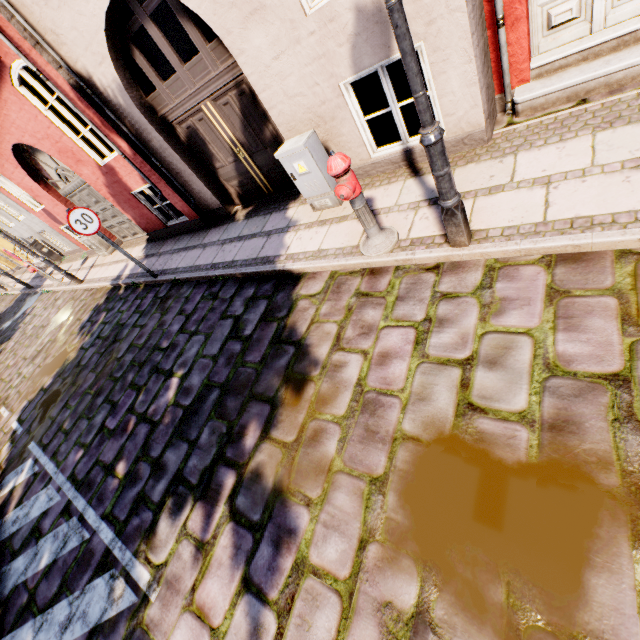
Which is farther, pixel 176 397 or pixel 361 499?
pixel 176 397

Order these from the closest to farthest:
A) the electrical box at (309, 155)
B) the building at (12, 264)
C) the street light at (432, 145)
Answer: the street light at (432, 145), the electrical box at (309, 155), the building at (12, 264)

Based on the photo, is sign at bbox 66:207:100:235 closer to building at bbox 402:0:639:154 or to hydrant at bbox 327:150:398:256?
building at bbox 402:0:639:154

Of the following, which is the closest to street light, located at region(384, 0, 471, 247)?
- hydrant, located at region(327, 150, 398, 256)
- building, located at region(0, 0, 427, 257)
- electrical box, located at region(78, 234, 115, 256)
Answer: hydrant, located at region(327, 150, 398, 256)

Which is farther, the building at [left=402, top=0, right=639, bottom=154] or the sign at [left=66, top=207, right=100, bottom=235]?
the sign at [left=66, top=207, right=100, bottom=235]

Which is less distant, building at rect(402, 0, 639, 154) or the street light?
the street light

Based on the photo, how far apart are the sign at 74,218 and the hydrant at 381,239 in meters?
5.4 m

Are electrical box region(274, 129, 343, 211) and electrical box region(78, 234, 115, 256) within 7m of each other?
no
